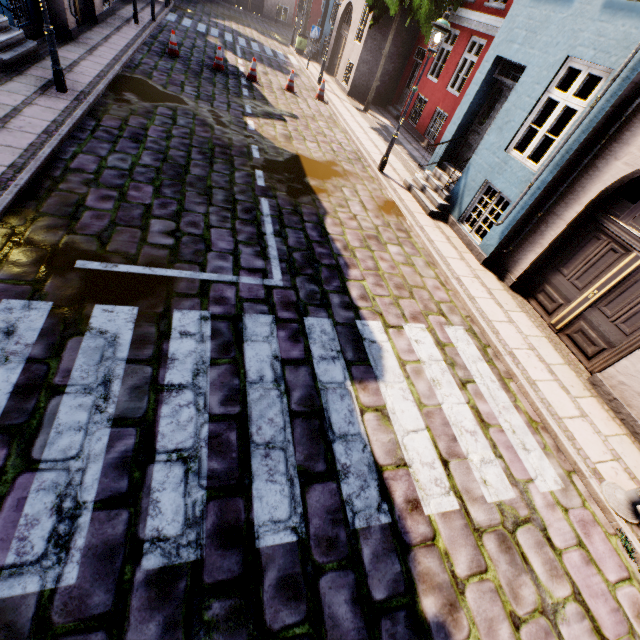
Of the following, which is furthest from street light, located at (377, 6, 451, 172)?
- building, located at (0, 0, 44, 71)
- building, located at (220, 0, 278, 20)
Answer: building, located at (0, 0, 44, 71)

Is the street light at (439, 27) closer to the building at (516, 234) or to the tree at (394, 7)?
the building at (516, 234)

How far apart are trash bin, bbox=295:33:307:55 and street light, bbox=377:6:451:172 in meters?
17.1

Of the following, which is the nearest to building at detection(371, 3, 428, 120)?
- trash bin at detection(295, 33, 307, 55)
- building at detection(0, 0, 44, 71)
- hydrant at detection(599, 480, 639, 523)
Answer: trash bin at detection(295, 33, 307, 55)

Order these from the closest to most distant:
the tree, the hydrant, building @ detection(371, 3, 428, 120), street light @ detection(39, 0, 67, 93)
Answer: the hydrant
street light @ detection(39, 0, 67, 93)
the tree
building @ detection(371, 3, 428, 120)

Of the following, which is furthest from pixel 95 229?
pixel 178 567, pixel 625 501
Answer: pixel 625 501

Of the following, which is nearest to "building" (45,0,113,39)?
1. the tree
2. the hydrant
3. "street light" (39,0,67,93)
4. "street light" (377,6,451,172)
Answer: "street light" (39,0,67,93)

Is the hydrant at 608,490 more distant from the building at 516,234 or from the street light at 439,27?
the street light at 439,27
